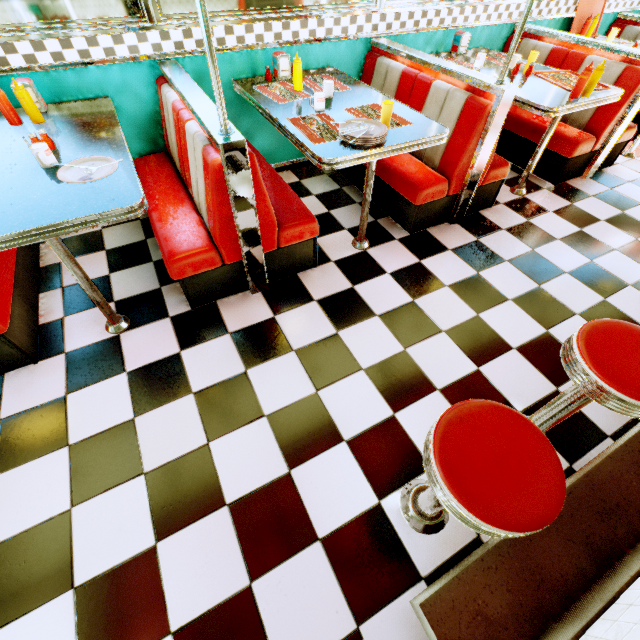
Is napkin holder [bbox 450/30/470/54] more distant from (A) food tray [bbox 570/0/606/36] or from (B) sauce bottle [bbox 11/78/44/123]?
(B) sauce bottle [bbox 11/78/44/123]

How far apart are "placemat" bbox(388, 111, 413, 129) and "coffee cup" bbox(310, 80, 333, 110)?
0.2 meters

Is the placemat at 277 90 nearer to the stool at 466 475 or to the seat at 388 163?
the seat at 388 163

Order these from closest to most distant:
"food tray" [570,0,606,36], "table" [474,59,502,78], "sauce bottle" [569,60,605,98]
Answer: "sauce bottle" [569,60,605,98]
"table" [474,59,502,78]
"food tray" [570,0,606,36]

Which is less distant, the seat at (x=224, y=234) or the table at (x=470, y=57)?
the seat at (x=224, y=234)

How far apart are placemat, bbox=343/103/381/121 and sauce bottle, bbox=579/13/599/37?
3.7 meters

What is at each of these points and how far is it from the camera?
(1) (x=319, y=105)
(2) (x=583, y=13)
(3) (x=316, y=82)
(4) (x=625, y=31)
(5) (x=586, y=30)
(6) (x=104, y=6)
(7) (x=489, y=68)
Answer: (1) coffee cup, 2.34m
(2) food tray, 3.96m
(3) placemat, 2.80m
(4) seat, 4.29m
(5) sauce bottle, 3.98m
(6) window, 2.21m
(7) table, 3.16m

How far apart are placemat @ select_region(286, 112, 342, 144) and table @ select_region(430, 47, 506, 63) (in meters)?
1.61
